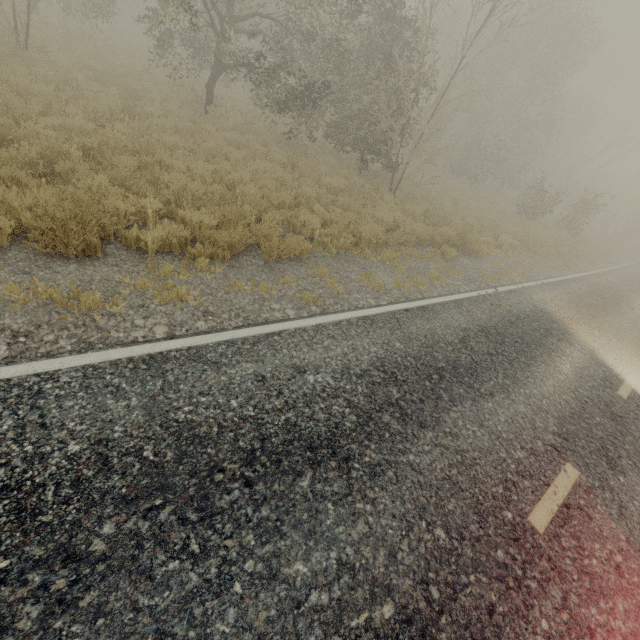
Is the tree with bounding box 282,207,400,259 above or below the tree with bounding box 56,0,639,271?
below

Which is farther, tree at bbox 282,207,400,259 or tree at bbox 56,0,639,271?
tree at bbox 56,0,639,271

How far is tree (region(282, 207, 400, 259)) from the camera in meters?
7.5 m

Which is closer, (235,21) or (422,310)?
(422,310)

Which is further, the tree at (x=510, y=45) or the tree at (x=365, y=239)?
the tree at (x=510, y=45)

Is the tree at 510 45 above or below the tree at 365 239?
above
